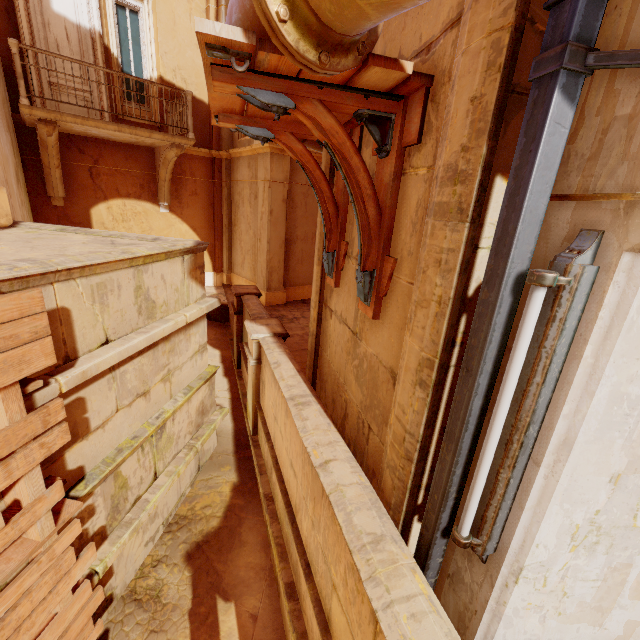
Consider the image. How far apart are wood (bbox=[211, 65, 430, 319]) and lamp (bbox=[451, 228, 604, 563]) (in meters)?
1.00

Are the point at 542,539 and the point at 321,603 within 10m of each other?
yes

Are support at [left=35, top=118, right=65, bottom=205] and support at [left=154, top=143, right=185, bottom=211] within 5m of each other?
yes

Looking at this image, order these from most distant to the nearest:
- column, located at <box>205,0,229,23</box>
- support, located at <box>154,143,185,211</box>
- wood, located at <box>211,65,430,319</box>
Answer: column, located at <box>205,0,229,23</box>, support, located at <box>154,143,185,211</box>, wood, located at <box>211,65,430,319</box>

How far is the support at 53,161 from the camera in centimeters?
710cm

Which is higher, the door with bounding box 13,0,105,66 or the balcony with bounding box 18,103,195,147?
the door with bounding box 13,0,105,66

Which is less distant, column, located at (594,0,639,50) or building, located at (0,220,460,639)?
column, located at (594,0,639,50)

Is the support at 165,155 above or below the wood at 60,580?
above
